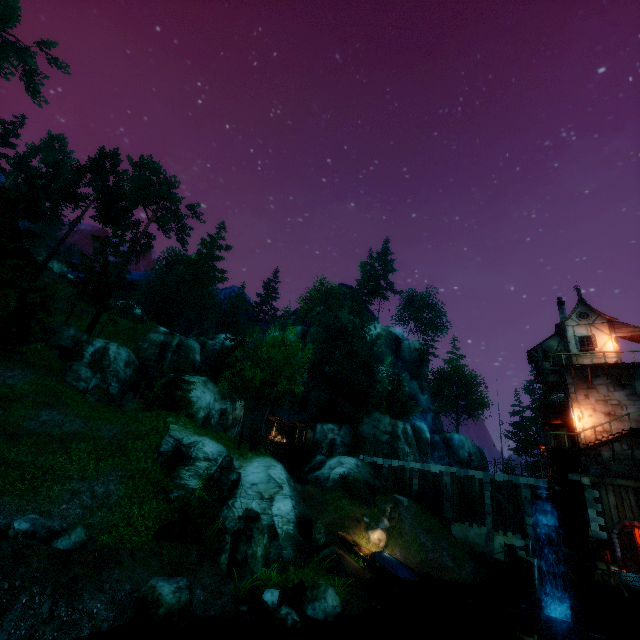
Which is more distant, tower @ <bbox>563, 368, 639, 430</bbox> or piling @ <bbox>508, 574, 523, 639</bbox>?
tower @ <bbox>563, 368, 639, 430</bbox>

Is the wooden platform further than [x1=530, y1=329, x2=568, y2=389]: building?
No

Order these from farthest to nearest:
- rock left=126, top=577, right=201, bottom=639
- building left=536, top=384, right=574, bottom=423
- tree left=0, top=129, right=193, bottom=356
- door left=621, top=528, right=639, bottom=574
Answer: tree left=0, top=129, right=193, bottom=356 → building left=536, top=384, right=574, bottom=423 → door left=621, top=528, right=639, bottom=574 → rock left=126, top=577, right=201, bottom=639

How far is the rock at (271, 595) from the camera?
12.4 meters

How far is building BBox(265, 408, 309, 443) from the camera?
43.0 meters

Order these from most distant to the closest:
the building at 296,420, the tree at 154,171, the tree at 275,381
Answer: the building at 296,420 < the tree at 154,171 < the tree at 275,381

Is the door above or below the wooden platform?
below

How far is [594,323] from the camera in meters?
25.3
